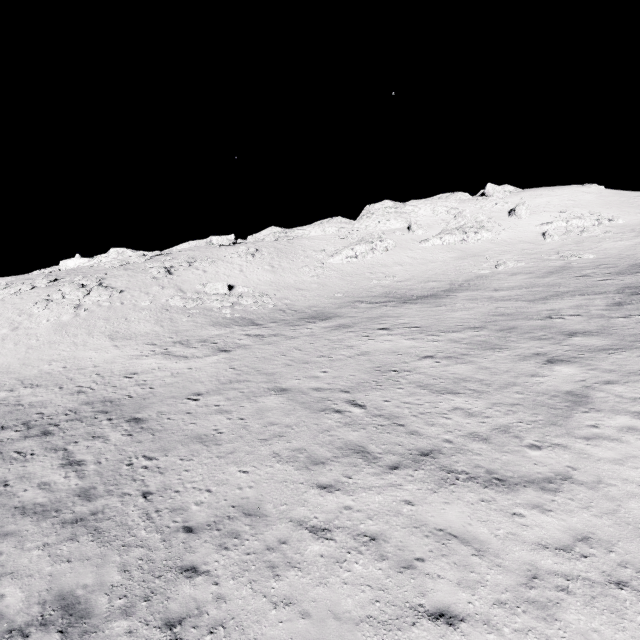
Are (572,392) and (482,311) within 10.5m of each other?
no

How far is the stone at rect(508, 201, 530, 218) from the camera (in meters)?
53.88

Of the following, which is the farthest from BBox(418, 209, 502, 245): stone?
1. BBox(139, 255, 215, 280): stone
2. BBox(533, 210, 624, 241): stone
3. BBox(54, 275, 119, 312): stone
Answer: BBox(54, 275, 119, 312): stone

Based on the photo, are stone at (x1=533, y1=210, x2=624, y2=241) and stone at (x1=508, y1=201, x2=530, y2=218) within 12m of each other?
yes

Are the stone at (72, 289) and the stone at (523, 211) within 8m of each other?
no

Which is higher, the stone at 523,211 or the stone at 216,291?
the stone at 523,211

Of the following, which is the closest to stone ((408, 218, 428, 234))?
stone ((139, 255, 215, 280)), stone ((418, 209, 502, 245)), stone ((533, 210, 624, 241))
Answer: stone ((418, 209, 502, 245))

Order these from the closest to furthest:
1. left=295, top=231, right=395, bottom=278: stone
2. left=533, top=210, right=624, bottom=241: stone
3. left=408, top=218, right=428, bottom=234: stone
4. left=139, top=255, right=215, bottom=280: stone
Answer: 1. left=139, top=255, right=215, bottom=280: stone
2. left=295, top=231, right=395, bottom=278: stone
3. left=533, top=210, right=624, bottom=241: stone
4. left=408, top=218, right=428, bottom=234: stone
